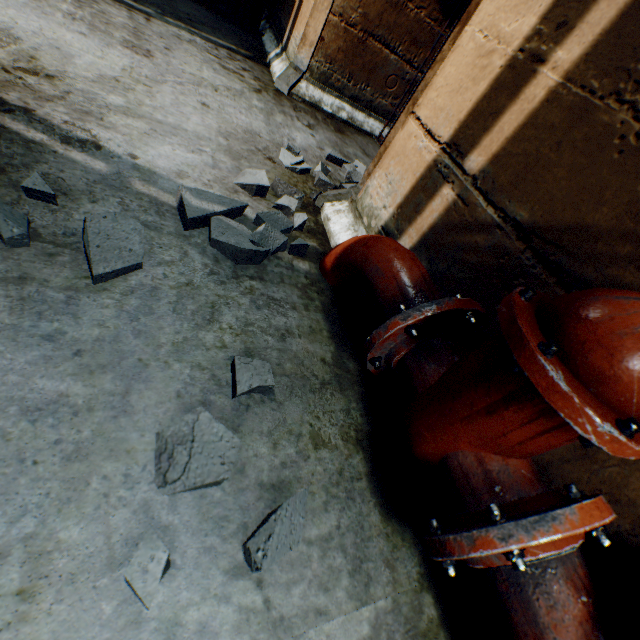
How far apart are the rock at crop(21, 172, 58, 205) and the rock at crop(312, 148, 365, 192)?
1.2m

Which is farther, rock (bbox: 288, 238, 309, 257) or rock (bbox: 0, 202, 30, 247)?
rock (bbox: 288, 238, 309, 257)

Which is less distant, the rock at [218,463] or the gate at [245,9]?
the rock at [218,463]

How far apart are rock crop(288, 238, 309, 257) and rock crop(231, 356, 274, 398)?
0.48m

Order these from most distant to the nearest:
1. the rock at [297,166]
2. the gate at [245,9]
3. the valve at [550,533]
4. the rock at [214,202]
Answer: the gate at [245,9], the rock at [297,166], the rock at [214,202], the valve at [550,533]

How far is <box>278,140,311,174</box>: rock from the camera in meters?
1.9

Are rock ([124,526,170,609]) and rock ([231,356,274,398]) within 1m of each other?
yes

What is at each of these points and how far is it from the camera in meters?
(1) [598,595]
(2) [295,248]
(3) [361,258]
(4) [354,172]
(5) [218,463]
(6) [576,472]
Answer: (1) pipe, 0.6 m
(2) rock, 1.4 m
(3) pipe, 1.2 m
(4) rock, 2.2 m
(5) rock, 0.7 m
(6) building tunnel, 0.7 m
